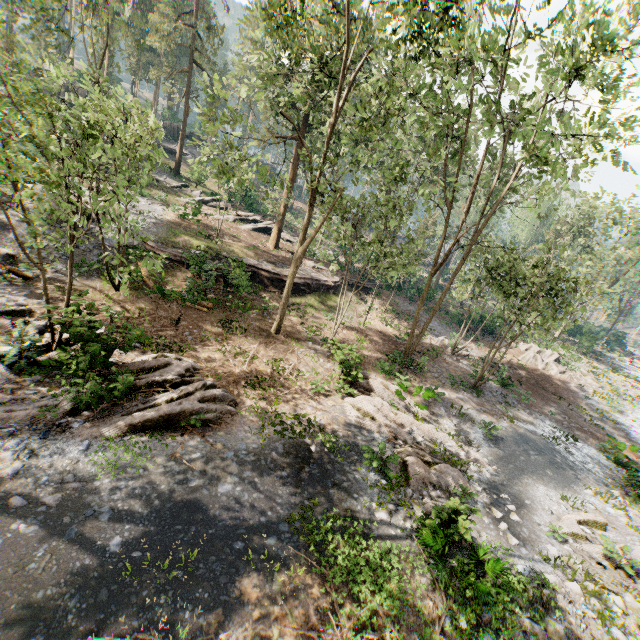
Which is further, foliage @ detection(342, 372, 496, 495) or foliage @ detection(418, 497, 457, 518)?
foliage @ detection(342, 372, 496, 495)

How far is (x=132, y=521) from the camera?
7.24m

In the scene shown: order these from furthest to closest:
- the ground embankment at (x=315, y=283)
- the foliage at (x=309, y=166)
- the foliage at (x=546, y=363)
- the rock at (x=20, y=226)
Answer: the foliage at (x=546, y=363) < the ground embankment at (x=315, y=283) < the rock at (x=20, y=226) < the foliage at (x=309, y=166)

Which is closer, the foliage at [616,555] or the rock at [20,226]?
the foliage at [616,555]

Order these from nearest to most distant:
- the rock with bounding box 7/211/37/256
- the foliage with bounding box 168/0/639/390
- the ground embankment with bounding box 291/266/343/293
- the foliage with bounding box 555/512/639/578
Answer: the foliage with bounding box 555/512/639/578 → the foliage with bounding box 168/0/639/390 → the rock with bounding box 7/211/37/256 → the ground embankment with bounding box 291/266/343/293

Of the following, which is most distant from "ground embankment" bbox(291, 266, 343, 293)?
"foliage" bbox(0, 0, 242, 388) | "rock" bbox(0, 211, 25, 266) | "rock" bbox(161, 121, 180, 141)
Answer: "rock" bbox(161, 121, 180, 141)

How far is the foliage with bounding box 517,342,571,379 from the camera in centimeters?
2903cm

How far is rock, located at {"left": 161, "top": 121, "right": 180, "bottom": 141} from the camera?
45.1m
